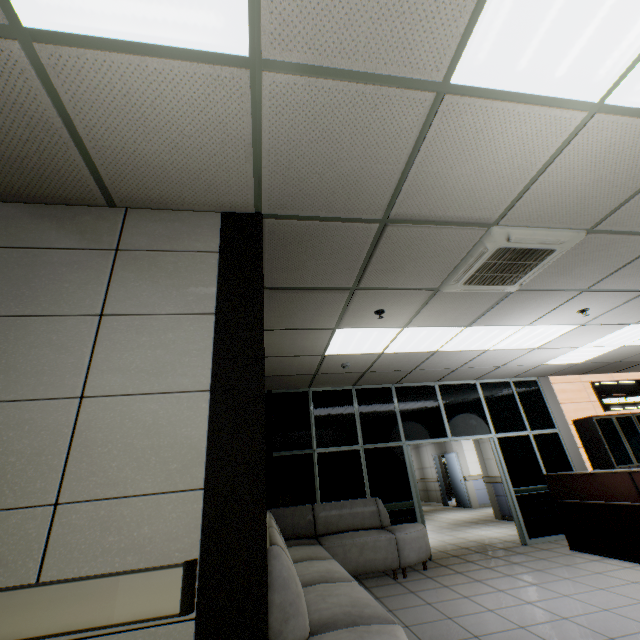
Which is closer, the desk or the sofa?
the sofa

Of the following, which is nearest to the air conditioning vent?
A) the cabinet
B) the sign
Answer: the cabinet

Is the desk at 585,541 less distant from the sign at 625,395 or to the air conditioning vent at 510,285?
the sign at 625,395

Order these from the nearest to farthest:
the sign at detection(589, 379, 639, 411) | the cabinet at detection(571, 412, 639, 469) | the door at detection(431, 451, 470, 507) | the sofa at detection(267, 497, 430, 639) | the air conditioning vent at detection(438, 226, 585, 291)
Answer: the sofa at detection(267, 497, 430, 639)
the air conditioning vent at detection(438, 226, 585, 291)
the cabinet at detection(571, 412, 639, 469)
the sign at detection(589, 379, 639, 411)
the door at detection(431, 451, 470, 507)

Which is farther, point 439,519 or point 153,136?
point 439,519

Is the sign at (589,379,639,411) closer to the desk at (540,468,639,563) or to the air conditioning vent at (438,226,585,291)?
the desk at (540,468,639,563)

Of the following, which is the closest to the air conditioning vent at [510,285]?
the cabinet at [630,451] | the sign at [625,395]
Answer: the cabinet at [630,451]

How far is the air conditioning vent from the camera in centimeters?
288cm
